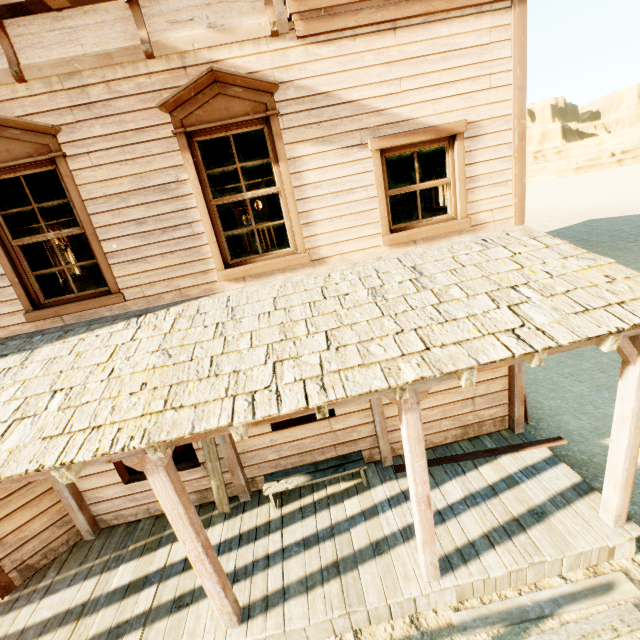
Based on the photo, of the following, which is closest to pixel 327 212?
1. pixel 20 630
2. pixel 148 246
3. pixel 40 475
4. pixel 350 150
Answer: pixel 350 150

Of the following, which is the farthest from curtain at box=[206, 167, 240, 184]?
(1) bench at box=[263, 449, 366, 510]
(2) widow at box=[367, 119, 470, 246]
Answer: (1) bench at box=[263, 449, 366, 510]

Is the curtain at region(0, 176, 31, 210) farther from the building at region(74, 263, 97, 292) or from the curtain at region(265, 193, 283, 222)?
the curtain at region(265, 193, 283, 222)

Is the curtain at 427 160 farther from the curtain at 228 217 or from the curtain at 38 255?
the curtain at 38 255

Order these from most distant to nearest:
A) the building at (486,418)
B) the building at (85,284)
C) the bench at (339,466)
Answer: the building at (85,284) < the bench at (339,466) < the building at (486,418)

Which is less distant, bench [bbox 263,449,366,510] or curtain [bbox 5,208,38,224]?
curtain [bbox 5,208,38,224]

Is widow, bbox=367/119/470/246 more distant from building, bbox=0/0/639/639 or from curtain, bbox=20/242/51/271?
curtain, bbox=20/242/51/271
